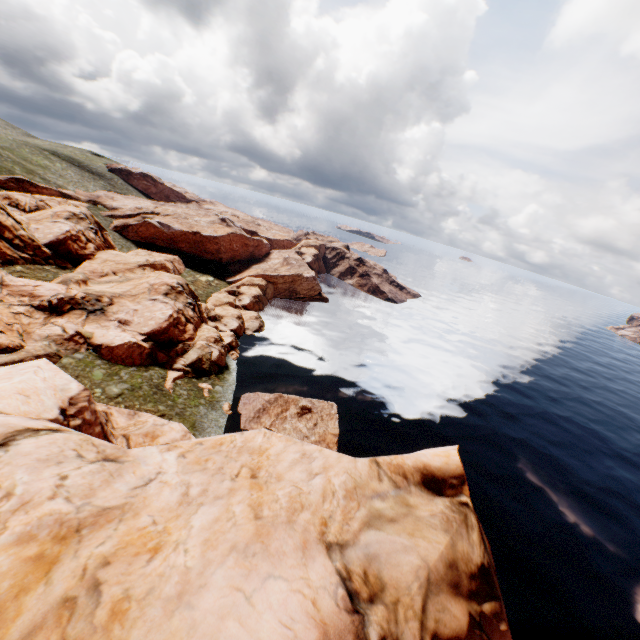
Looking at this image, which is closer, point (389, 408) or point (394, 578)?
point (394, 578)
